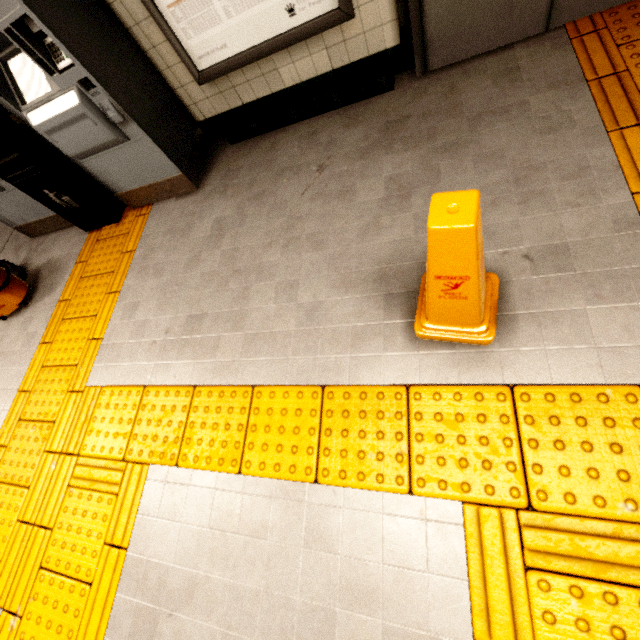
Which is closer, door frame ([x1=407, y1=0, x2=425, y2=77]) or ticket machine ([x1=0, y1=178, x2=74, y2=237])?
door frame ([x1=407, y1=0, x2=425, y2=77])

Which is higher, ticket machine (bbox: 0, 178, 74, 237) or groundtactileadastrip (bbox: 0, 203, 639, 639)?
ticket machine (bbox: 0, 178, 74, 237)

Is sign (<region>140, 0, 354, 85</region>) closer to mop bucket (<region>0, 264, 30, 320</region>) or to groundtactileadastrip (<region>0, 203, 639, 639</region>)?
groundtactileadastrip (<region>0, 203, 639, 639</region>)

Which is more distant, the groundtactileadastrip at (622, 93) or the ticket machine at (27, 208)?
the ticket machine at (27, 208)

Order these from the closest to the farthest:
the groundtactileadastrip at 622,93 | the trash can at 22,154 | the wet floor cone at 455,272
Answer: the wet floor cone at 455,272, the groundtactileadastrip at 622,93, the trash can at 22,154

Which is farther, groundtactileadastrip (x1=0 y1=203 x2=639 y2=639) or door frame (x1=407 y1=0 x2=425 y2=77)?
door frame (x1=407 y1=0 x2=425 y2=77)

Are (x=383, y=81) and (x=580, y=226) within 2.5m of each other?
yes

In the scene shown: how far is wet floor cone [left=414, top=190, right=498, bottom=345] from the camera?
1.04m
